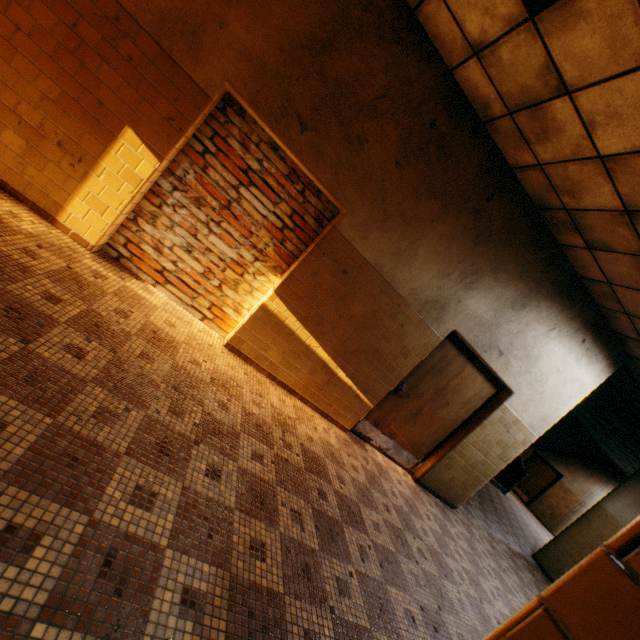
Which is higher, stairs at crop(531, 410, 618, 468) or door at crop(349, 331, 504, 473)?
stairs at crop(531, 410, 618, 468)

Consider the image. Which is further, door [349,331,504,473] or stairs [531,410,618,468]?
stairs [531,410,618,468]

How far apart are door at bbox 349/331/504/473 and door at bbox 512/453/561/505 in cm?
1412

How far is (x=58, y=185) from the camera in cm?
314

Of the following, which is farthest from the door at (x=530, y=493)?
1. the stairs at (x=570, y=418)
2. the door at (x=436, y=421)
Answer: the door at (x=436, y=421)

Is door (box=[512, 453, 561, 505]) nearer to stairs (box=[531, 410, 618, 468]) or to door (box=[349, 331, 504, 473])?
stairs (box=[531, 410, 618, 468])

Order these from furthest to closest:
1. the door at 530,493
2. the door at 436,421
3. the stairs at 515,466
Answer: the door at 530,493, the stairs at 515,466, the door at 436,421
